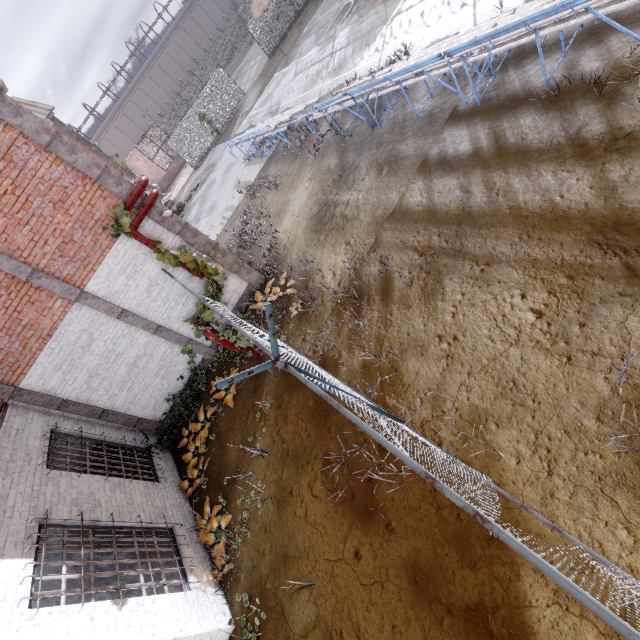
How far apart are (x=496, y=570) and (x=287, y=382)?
5.15m

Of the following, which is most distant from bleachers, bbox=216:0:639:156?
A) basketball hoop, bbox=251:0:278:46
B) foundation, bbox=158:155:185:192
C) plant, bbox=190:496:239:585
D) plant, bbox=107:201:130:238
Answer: foundation, bbox=158:155:185:192

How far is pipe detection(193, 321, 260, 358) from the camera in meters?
8.1 m

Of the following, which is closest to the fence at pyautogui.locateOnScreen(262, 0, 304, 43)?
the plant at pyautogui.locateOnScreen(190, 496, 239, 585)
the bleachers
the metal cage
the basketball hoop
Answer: the plant at pyautogui.locateOnScreen(190, 496, 239, 585)

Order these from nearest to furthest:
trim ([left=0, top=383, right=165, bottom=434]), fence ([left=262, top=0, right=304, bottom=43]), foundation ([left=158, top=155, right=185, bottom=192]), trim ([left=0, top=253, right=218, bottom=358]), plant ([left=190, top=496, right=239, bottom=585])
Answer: plant ([left=190, top=496, right=239, bottom=585]), trim ([left=0, top=253, right=218, bottom=358]), trim ([left=0, top=383, right=165, bottom=434]), fence ([left=262, top=0, right=304, bottom=43]), foundation ([left=158, top=155, right=185, bottom=192])

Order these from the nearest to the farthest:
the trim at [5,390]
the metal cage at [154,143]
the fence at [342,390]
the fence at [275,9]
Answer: the fence at [342,390]
the trim at [5,390]
the fence at [275,9]
the metal cage at [154,143]

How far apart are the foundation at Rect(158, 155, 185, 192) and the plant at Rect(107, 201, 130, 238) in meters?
27.8

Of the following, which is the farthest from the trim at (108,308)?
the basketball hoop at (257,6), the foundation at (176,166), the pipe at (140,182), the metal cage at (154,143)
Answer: the metal cage at (154,143)
